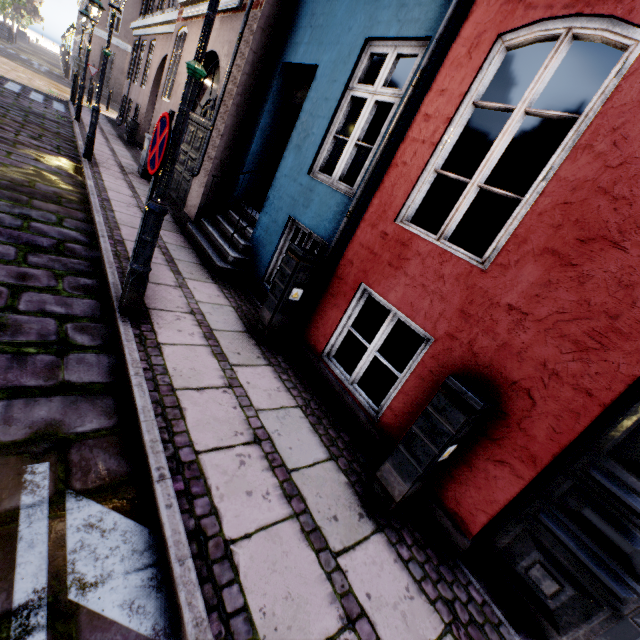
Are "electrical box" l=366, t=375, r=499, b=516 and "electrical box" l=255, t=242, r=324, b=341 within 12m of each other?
yes

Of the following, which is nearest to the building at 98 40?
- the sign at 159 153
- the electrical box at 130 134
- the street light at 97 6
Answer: the electrical box at 130 134

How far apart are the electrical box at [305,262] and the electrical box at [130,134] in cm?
1312

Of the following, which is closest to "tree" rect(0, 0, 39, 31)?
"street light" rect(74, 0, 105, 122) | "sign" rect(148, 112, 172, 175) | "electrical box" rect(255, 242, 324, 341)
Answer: "street light" rect(74, 0, 105, 122)

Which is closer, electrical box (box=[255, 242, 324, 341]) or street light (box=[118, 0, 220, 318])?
street light (box=[118, 0, 220, 318])

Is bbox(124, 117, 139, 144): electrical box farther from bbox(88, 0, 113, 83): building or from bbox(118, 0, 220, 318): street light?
bbox(118, 0, 220, 318): street light

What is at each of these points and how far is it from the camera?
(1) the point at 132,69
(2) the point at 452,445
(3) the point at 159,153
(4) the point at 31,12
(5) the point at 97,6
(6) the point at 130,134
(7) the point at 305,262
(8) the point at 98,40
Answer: (1) building, 14.96m
(2) electrical box, 2.41m
(3) sign, 2.78m
(4) tree, 49.41m
(5) street light, 10.37m
(6) electrical box, 12.80m
(7) electrical box, 3.81m
(8) building, 25.70m

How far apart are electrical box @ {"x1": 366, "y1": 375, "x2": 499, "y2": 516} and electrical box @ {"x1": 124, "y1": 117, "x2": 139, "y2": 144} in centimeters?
1553cm
